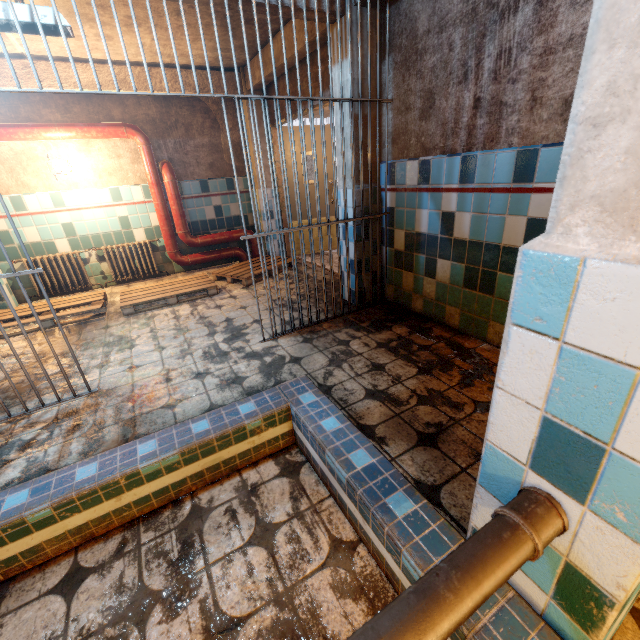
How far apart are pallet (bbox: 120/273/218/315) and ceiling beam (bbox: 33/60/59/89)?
2.59m

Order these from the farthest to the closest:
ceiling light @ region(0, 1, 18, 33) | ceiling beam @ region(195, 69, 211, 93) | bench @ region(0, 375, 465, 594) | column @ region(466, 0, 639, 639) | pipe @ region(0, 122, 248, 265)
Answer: ceiling beam @ region(195, 69, 211, 93) → pipe @ region(0, 122, 248, 265) → ceiling light @ region(0, 1, 18, 33) → bench @ region(0, 375, 465, 594) → column @ region(466, 0, 639, 639)

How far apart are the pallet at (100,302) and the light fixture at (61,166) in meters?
1.7 m

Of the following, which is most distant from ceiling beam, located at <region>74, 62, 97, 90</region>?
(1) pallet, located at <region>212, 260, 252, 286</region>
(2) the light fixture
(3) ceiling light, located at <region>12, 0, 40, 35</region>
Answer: (1) pallet, located at <region>212, 260, 252, 286</region>

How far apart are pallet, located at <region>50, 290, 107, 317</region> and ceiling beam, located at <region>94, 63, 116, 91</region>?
2.54m

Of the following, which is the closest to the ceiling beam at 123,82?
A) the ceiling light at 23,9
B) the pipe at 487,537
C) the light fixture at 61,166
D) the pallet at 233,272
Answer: the ceiling light at 23,9

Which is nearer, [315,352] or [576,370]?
[576,370]

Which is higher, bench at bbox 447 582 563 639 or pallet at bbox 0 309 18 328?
bench at bbox 447 582 563 639
